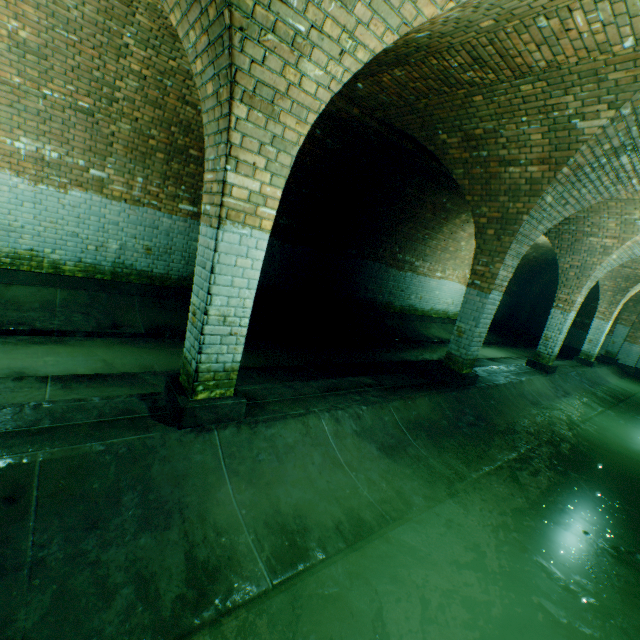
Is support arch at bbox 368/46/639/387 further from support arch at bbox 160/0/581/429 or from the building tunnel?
support arch at bbox 160/0/581/429

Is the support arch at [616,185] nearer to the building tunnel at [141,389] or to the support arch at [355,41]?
the building tunnel at [141,389]

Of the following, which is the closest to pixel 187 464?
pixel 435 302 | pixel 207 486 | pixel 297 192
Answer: pixel 207 486

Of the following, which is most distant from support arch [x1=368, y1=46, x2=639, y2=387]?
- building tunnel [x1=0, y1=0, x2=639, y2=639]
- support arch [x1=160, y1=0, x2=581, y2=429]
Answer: support arch [x1=160, y1=0, x2=581, y2=429]

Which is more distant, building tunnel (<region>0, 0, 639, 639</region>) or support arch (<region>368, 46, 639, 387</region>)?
support arch (<region>368, 46, 639, 387</region>)

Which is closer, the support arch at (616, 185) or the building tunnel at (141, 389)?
the building tunnel at (141, 389)

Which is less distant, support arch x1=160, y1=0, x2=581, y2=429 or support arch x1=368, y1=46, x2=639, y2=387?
support arch x1=160, y1=0, x2=581, y2=429
